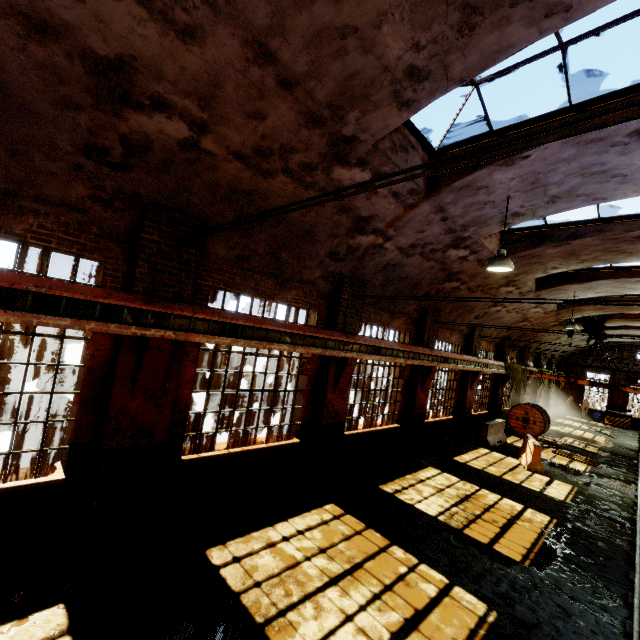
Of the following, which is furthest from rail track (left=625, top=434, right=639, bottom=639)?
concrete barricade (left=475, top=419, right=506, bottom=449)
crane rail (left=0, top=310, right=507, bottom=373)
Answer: crane rail (left=0, top=310, right=507, bottom=373)

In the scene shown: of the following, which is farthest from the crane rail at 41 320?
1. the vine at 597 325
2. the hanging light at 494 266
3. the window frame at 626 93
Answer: the vine at 597 325

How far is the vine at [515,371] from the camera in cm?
1886

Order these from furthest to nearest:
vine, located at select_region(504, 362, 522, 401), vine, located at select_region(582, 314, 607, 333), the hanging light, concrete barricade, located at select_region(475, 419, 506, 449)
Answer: vine, located at select_region(582, 314, 607, 333) < vine, located at select_region(504, 362, 522, 401) < concrete barricade, located at select_region(475, 419, 506, 449) < the hanging light

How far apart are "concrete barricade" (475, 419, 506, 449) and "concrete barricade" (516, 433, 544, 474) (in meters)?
0.86

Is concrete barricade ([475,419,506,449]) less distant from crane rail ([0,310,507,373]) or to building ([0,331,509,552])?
building ([0,331,509,552])

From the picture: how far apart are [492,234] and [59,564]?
12.08m

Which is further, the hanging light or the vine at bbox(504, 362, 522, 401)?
the vine at bbox(504, 362, 522, 401)
